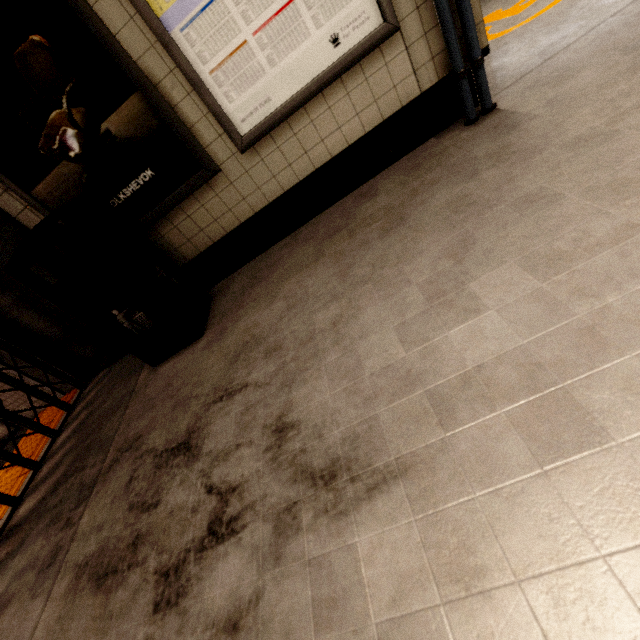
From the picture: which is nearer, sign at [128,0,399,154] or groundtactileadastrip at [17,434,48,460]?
sign at [128,0,399,154]

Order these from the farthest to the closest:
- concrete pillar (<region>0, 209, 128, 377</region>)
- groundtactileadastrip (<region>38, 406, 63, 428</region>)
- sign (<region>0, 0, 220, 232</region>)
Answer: groundtactileadastrip (<region>38, 406, 63, 428</region>) < concrete pillar (<region>0, 209, 128, 377</region>) < sign (<region>0, 0, 220, 232</region>)

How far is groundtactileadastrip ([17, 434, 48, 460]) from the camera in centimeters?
286cm

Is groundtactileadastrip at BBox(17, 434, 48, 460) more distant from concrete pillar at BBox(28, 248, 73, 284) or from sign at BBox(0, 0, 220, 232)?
sign at BBox(0, 0, 220, 232)

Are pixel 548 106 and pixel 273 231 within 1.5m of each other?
no

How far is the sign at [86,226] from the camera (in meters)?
2.49

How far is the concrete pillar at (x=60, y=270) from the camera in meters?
2.6 m

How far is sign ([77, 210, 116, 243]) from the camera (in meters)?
2.49
